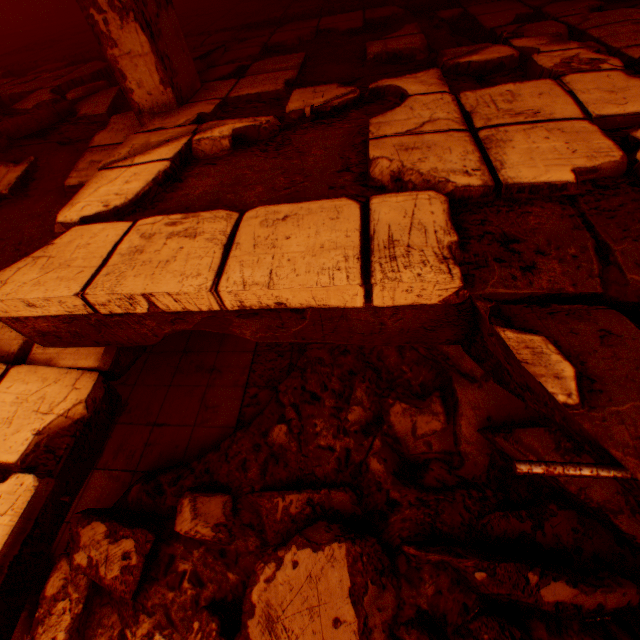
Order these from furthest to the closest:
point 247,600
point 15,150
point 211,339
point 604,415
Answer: point 211,339
point 15,150
point 247,600
point 604,415

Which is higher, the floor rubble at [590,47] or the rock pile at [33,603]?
the floor rubble at [590,47]

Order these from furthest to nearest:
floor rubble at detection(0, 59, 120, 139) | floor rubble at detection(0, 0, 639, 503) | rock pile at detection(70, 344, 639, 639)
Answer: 1. floor rubble at detection(0, 59, 120, 139)
2. rock pile at detection(70, 344, 639, 639)
3. floor rubble at detection(0, 0, 639, 503)

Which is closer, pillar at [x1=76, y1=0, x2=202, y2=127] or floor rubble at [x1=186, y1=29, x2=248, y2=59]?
pillar at [x1=76, y1=0, x2=202, y2=127]

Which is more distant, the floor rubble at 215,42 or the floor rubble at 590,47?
the floor rubble at 215,42

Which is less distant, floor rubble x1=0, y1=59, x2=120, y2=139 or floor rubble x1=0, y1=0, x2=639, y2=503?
floor rubble x1=0, y1=0, x2=639, y2=503

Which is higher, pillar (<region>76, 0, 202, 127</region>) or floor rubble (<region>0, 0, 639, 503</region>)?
pillar (<region>76, 0, 202, 127</region>)

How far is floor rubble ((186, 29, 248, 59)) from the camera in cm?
381
